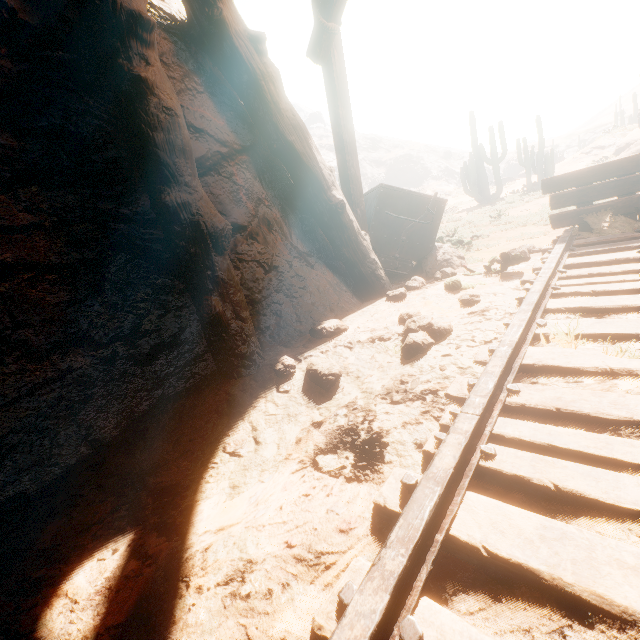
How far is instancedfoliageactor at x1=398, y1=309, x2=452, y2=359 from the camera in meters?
2.3 m

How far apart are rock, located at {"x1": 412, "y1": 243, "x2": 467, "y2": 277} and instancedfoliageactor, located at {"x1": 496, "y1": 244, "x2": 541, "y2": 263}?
0.3m

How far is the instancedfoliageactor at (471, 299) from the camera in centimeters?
288cm

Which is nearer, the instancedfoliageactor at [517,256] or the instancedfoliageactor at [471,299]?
the instancedfoliageactor at [471,299]

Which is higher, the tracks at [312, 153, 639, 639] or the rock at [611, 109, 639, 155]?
the rock at [611, 109, 639, 155]

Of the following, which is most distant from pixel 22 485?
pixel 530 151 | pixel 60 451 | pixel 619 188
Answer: pixel 530 151

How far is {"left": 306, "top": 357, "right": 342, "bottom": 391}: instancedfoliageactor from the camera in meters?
2.3 m

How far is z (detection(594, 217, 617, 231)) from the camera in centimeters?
352cm
